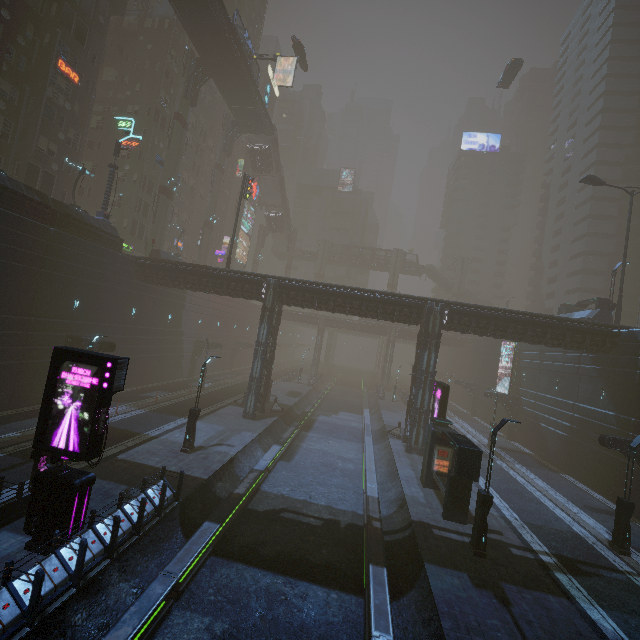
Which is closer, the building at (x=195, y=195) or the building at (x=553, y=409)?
the building at (x=553, y=409)

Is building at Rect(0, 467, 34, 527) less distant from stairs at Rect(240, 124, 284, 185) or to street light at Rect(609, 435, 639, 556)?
street light at Rect(609, 435, 639, 556)

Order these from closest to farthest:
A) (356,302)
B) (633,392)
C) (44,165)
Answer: (633,392) → (356,302) → (44,165)

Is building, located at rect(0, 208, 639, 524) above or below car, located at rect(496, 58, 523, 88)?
below

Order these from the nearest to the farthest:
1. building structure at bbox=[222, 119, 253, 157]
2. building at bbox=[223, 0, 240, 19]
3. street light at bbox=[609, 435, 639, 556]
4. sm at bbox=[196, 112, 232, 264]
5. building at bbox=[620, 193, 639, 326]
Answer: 1. street light at bbox=[609, 435, 639, 556]
2. sm at bbox=[196, 112, 232, 264]
3. building structure at bbox=[222, 119, 253, 157]
4. building at bbox=[620, 193, 639, 326]
5. building at bbox=[223, 0, 240, 19]

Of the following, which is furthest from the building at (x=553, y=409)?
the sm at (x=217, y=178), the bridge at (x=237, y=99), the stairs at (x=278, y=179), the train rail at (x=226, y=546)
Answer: the bridge at (x=237, y=99)

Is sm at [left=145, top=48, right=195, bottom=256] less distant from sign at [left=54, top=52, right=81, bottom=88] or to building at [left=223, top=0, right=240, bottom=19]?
building at [left=223, top=0, right=240, bottom=19]

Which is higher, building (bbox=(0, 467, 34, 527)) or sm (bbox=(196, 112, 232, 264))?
sm (bbox=(196, 112, 232, 264))
